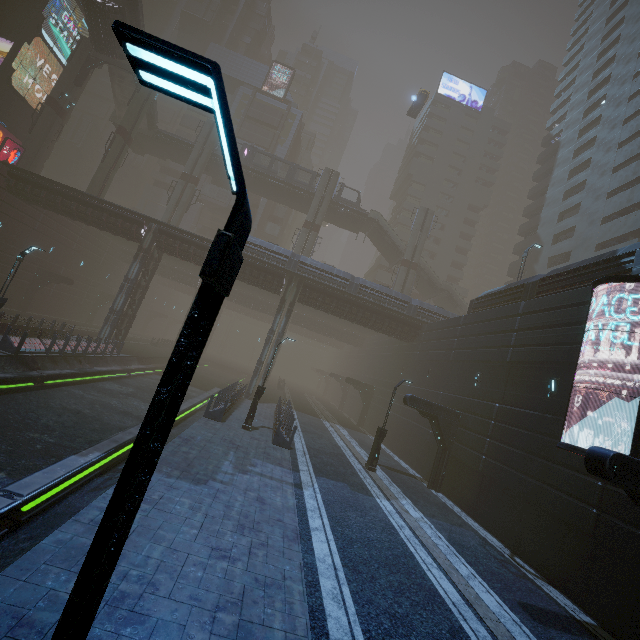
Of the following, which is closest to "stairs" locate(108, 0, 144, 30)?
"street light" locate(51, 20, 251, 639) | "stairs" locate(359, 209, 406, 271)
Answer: "stairs" locate(359, 209, 406, 271)

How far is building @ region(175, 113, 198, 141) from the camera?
59.3m

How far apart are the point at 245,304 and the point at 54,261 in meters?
23.1 m

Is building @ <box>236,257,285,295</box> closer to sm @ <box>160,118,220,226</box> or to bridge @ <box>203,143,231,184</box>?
bridge @ <box>203,143,231,184</box>

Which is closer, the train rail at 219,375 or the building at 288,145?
the train rail at 219,375

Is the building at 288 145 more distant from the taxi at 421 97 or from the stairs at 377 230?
the stairs at 377 230

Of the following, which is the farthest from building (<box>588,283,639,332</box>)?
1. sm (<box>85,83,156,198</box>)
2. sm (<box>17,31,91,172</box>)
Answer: sm (<box>17,31,91,172</box>)

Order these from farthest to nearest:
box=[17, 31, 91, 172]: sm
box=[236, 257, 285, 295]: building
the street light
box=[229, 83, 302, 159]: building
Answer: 1. box=[229, 83, 302, 159]: building
2. box=[17, 31, 91, 172]: sm
3. box=[236, 257, 285, 295]: building
4. the street light
